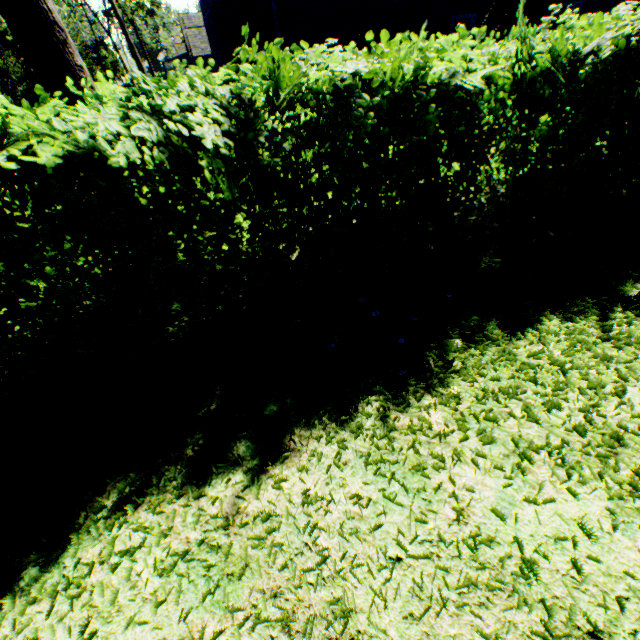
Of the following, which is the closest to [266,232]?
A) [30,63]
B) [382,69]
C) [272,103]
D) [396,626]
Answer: [272,103]

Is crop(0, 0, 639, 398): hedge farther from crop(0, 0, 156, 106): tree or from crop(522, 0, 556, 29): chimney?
crop(522, 0, 556, 29): chimney

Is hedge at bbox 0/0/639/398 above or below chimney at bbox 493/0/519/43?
below

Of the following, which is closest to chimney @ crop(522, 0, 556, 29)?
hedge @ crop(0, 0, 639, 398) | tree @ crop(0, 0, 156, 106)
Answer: hedge @ crop(0, 0, 639, 398)

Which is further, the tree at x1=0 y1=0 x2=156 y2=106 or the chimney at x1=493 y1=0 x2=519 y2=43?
the chimney at x1=493 y1=0 x2=519 y2=43

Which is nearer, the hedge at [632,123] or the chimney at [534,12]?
the hedge at [632,123]

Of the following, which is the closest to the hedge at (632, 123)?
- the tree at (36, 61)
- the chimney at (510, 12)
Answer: the tree at (36, 61)

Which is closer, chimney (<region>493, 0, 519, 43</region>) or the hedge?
the hedge
